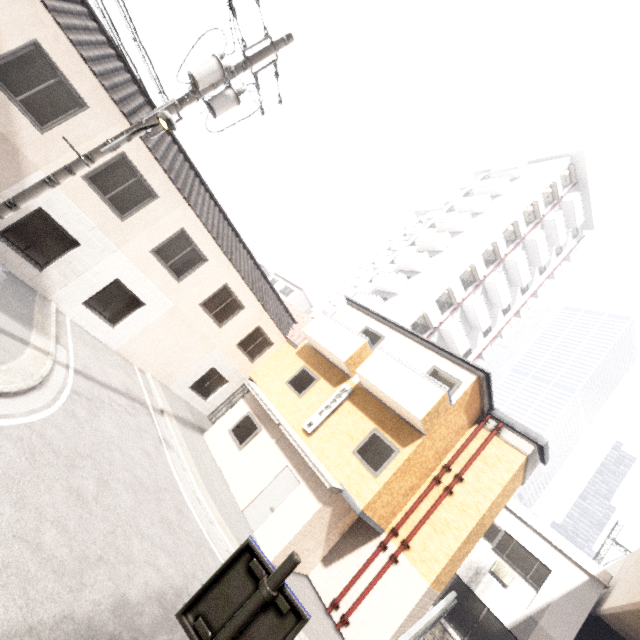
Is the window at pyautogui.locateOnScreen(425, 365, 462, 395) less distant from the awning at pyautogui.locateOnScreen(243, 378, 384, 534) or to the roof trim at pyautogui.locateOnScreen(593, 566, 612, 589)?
the awning at pyautogui.locateOnScreen(243, 378, 384, 534)

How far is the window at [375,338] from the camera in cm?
1350

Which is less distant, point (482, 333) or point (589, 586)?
point (589, 586)

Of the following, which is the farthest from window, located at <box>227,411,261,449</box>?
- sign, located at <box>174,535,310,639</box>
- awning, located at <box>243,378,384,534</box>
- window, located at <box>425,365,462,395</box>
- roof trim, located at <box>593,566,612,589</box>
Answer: roof trim, located at <box>593,566,612,589</box>

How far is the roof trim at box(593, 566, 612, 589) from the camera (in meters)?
12.80

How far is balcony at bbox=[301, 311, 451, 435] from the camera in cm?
1004

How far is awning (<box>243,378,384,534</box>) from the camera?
9.9m

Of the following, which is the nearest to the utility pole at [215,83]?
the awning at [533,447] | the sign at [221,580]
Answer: the sign at [221,580]
